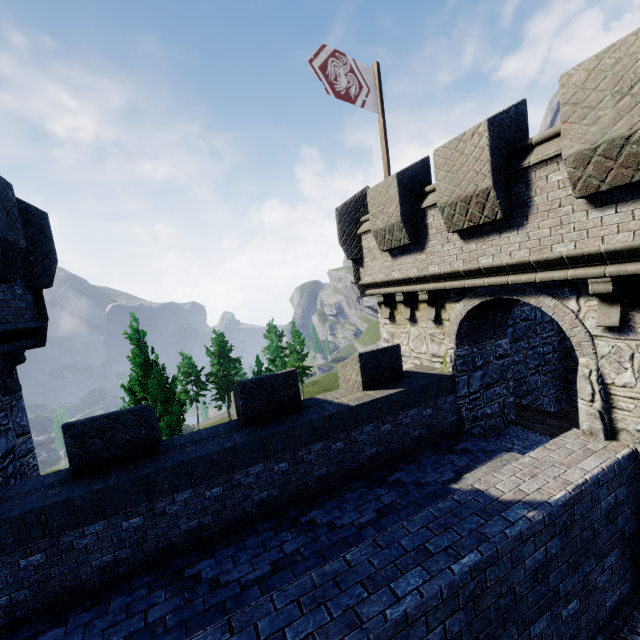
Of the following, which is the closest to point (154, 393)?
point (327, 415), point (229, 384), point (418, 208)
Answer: point (327, 415)

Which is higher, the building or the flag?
the flag

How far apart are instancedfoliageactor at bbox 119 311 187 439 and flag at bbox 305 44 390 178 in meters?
9.7 m

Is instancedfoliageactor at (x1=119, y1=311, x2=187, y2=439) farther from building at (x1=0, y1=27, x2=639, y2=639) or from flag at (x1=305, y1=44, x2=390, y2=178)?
flag at (x1=305, y1=44, x2=390, y2=178)

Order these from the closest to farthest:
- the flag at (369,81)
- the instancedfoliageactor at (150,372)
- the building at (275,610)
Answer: the building at (275,610)
the flag at (369,81)
the instancedfoliageactor at (150,372)

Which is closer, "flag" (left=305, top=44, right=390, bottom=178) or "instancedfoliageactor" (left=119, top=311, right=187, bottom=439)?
"flag" (left=305, top=44, right=390, bottom=178)

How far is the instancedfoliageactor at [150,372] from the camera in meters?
11.4
